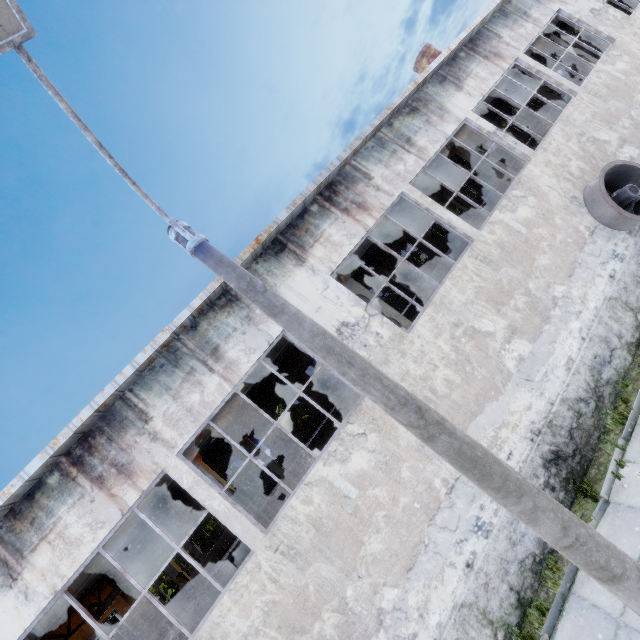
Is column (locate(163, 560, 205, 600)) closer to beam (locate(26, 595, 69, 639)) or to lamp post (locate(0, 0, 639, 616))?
beam (locate(26, 595, 69, 639))

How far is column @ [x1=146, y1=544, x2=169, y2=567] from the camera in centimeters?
1892cm

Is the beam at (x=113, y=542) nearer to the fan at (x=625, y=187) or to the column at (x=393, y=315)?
the column at (x=393, y=315)

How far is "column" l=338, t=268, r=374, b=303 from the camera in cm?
1164

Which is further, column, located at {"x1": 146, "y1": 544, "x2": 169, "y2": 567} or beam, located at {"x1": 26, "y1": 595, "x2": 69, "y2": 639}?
column, located at {"x1": 146, "y1": 544, "x2": 169, "y2": 567}

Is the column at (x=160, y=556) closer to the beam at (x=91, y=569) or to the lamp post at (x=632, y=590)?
the beam at (x=91, y=569)

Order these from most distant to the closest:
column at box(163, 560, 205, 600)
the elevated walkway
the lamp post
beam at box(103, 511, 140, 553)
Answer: the elevated walkway, column at box(163, 560, 205, 600), beam at box(103, 511, 140, 553), the lamp post

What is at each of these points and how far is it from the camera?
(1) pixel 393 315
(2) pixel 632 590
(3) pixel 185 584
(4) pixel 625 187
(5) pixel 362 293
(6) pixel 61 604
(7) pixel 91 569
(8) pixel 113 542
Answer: (1) column, 11.71m
(2) lamp post, 3.00m
(3) column, 18.83m
(4) fan, 9.83m
(5) column, 11.87m
(6) beam, 8.42m
(7) beam, 8.70m
(8) beam, 8.92m
